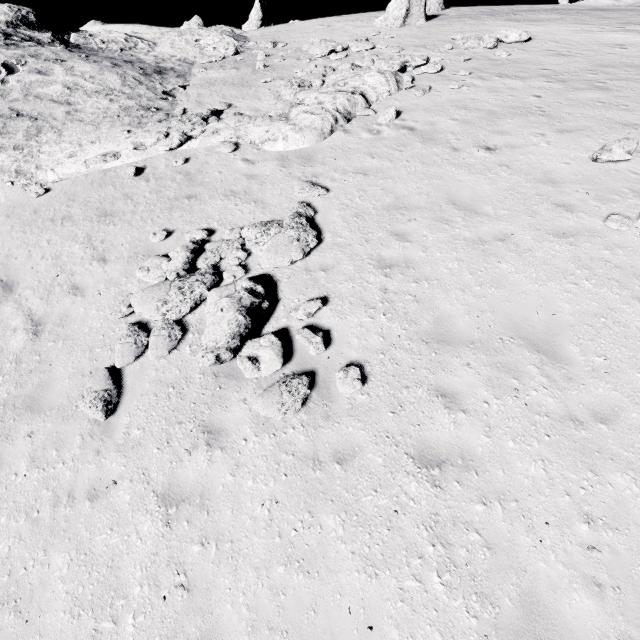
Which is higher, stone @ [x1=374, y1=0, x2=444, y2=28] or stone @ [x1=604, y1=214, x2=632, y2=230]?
stone @ [x1=374, y1=0, x2=444, y2=28]

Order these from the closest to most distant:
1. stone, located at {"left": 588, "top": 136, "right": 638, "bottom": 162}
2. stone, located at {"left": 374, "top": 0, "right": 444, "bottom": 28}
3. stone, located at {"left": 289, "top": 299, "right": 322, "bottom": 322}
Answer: stone, located at {"left": 289, "top": 299, "right": 322, "bottom": 322} < stone, located at {"left": 588, "top": 136, "right": 638, "bottom": 162} < stone, located at {"left": 374, "top": 0, "right": 444, "bottom": 28}

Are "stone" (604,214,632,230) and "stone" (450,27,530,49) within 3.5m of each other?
no

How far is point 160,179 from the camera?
11.4 meters

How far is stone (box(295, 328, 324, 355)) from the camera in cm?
630

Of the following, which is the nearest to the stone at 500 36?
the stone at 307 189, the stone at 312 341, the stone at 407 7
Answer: the stone at 407 7

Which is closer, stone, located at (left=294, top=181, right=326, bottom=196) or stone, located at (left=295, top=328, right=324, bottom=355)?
stone, located at (left=295, top=328, right=324, bottom=355)

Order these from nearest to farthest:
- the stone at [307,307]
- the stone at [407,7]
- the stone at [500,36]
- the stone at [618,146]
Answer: the stone at [307,307] < the stone at [618,146] < the stone at [500,36] < the stone at [407,7]
